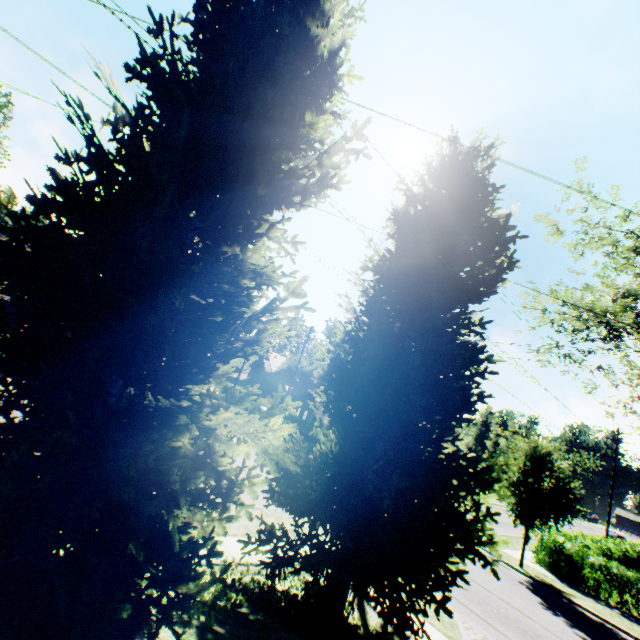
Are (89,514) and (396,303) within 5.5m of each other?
no

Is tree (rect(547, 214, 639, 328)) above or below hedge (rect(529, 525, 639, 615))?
above

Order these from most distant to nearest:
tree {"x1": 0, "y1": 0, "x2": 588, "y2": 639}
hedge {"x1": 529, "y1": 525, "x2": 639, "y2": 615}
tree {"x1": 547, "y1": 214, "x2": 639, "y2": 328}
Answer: tree {"x1": 547, "y1": 214, "x2": 639, "y2": 328} < hedge {"x1": 529, "y1": 525, "x2": 639, "y2": 615} < tree {"x1": 0, "y1": 0, "x2": 588, "y2": 639}

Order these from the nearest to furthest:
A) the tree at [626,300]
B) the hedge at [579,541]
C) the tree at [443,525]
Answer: the tree at [443,525], the hedge at [579,541], the tree at [626,300]

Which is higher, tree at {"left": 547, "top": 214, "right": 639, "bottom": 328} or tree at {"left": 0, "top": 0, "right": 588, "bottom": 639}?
tree at {"left": 547, "top": 214, "right": 639, "bottom": 328}

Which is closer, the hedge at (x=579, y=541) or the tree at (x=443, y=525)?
the tree at (x=443, y=525)

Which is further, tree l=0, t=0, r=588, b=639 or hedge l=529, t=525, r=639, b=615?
hedge l=529, t=525, r=639, b=615
